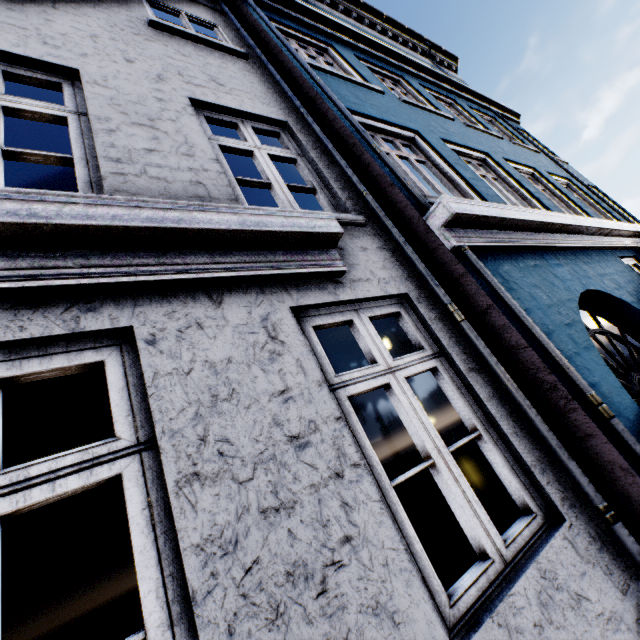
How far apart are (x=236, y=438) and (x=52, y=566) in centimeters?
672cm
